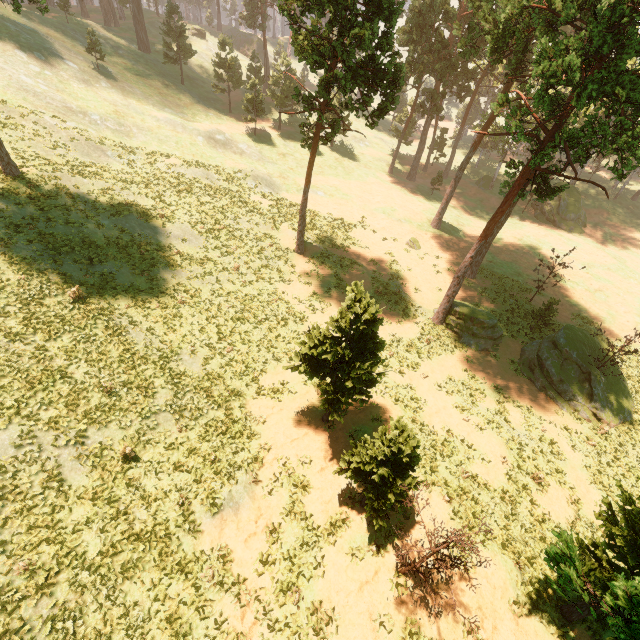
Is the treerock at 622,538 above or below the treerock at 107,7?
below

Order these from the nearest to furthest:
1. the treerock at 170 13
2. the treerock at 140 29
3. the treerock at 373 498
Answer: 1. the treerock at 373 498
2. the treerock at 170 13
3. the treerock at 140 29

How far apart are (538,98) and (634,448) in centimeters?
2244cm

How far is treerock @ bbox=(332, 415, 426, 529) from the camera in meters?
11.2 m

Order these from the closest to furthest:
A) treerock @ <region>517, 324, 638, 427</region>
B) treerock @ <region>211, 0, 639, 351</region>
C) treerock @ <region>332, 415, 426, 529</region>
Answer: treerock @ <region>332, 415, 426, 529</region>
treerock @ <region>211, 0, 639, 351</region>
treerock @ <region>517, 324, 638, 427</region>

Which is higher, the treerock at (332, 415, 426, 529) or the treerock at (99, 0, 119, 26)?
the treerock at (99, 0, 119, 26)

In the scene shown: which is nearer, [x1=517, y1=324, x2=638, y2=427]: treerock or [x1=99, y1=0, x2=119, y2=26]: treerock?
[x1=517, y1=324, x2=638, y2=427]: treerock
